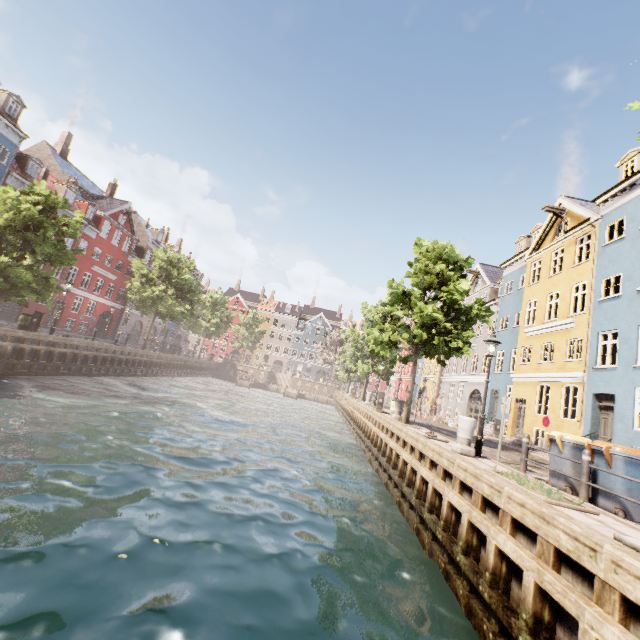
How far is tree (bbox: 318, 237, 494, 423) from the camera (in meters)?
14.64

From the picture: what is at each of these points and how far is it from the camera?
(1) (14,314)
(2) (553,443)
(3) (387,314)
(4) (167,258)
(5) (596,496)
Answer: (1) building, 27.2m
(2) trash bin, 8.2m
(3) tree, 19.9m
(4) tree, 31.8m
(5) trash bin, 6.8m

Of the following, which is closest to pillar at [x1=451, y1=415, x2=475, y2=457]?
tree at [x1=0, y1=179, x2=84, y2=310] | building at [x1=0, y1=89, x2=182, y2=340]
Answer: tree at [x1=0, y1=179, x2=84, y2=310]

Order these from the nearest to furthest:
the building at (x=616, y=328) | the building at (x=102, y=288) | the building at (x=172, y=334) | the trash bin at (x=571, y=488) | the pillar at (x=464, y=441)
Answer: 1. the trash bin at (x=571, y=488)
2. the pillar at (x=464, y=441)
3. the building at (x=616, y=328)
4. the building at (x=102, y=288)
5. the building at (x=172, y=334)

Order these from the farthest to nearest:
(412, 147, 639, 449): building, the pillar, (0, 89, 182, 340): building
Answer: (0, 89, 182, 340): building → (412, 147, 639, 449): building → the pillar

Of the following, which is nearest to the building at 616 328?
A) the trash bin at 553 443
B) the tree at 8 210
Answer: the tree at 8 210

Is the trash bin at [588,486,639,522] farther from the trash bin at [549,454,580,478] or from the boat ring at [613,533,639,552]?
the boat ring at [613,533,639,552]

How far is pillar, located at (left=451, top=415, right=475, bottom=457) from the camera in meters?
9.3
